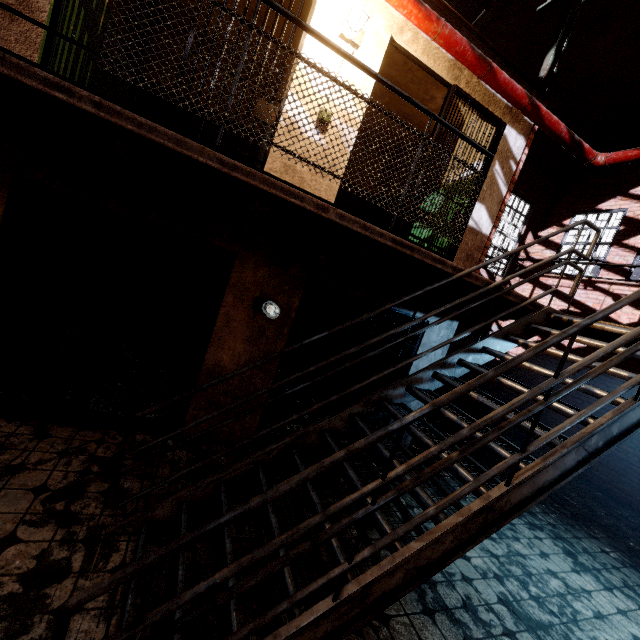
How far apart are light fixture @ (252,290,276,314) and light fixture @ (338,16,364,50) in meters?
3.0 m

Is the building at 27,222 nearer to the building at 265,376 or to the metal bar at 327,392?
the building at 265,376

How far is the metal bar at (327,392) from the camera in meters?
4.6 m

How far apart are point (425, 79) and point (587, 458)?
5.5 meters

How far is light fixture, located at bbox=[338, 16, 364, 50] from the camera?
3.37m

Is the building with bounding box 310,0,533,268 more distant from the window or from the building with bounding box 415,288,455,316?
the window

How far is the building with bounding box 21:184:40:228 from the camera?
3.60m

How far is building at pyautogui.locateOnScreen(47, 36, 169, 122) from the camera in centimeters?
342cm
